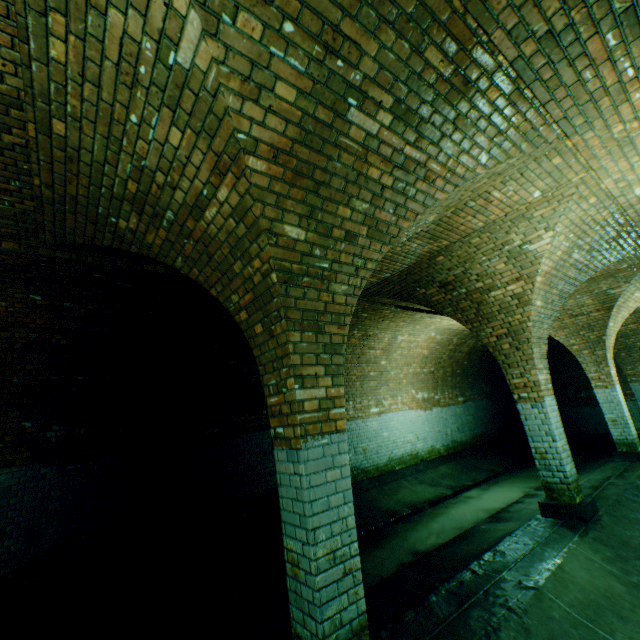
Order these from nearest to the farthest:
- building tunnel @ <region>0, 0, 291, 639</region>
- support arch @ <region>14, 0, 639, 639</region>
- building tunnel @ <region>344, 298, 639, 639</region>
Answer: support arch @ <region>14, 0, 639, 639</region>, building tunnel @ <region>344, 298, 639, 639</region>, building tunnel @ <region>0, 0, 291, 639</region>

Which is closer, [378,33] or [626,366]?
[378,33]

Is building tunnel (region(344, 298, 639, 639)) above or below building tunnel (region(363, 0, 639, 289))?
below

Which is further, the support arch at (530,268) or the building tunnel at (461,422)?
the building tunnel at (461,422)

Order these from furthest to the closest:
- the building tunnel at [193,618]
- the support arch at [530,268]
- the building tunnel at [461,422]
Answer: the building tunnel at [193,618], the building tunnel at [461,422], the support arch at [530,268]

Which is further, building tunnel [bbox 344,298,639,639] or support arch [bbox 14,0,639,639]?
building tunnel [bbox 344,298,639,639]

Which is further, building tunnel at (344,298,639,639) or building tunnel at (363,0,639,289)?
building tunnel at (344,298,639,639)
